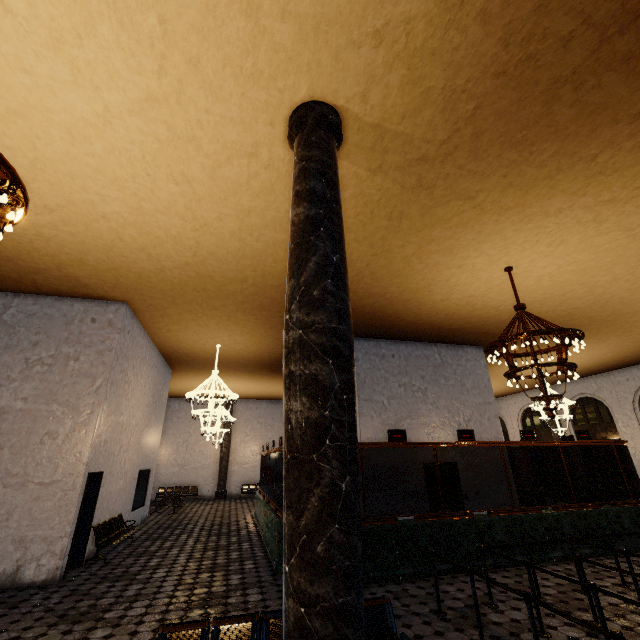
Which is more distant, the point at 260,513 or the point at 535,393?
the point at 535,393
